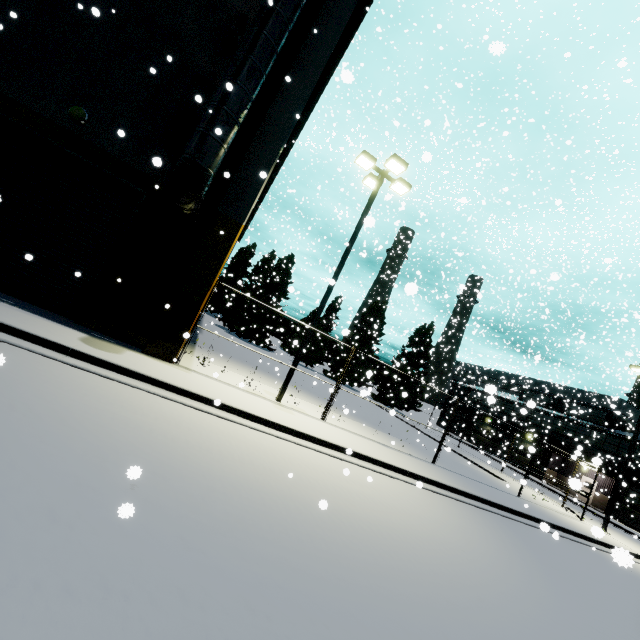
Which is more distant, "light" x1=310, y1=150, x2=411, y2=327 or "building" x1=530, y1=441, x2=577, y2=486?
"building" x1=530, y1=441, x2=577, y2=486

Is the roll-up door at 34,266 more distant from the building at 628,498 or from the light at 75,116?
the light at 75,116

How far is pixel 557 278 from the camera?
7.4 meters

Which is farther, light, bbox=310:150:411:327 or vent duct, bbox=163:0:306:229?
light, bbox=310:150:411:327

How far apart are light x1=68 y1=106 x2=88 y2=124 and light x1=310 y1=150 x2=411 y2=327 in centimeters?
872cm

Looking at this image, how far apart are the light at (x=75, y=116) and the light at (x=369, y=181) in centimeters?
872cm

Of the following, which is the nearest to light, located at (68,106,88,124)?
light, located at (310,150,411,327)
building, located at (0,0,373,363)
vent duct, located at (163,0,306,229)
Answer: building, located at (0,0,373,363)

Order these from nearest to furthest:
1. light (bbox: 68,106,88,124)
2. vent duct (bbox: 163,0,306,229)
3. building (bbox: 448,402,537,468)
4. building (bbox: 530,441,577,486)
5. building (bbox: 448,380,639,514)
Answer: vent duct (bbox: 163,0,306,229) → light (bbox: 68,106,88,124) → building (bbox: 448,380,639,514) → building (bbox: 530,441,577,486) → building (bbox: 448,402,537,468)
